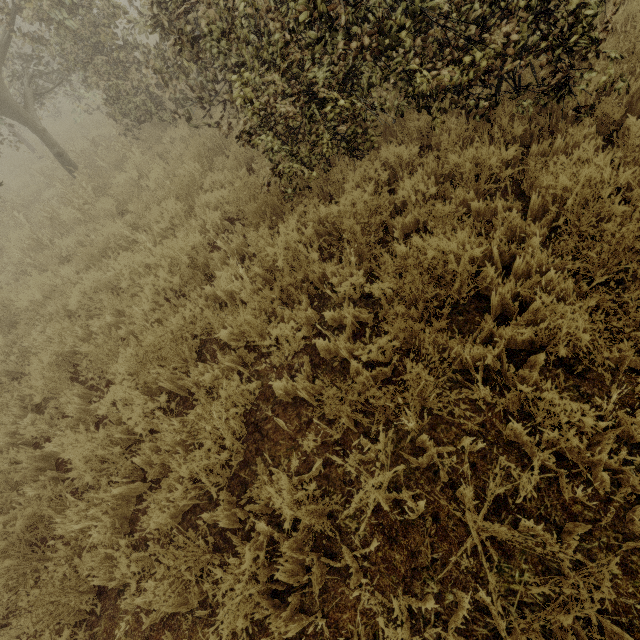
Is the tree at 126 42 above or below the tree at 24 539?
above

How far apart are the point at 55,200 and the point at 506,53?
9.95m

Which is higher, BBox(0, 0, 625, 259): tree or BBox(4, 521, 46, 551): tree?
BBox(0, 0, 625, 259): tree
